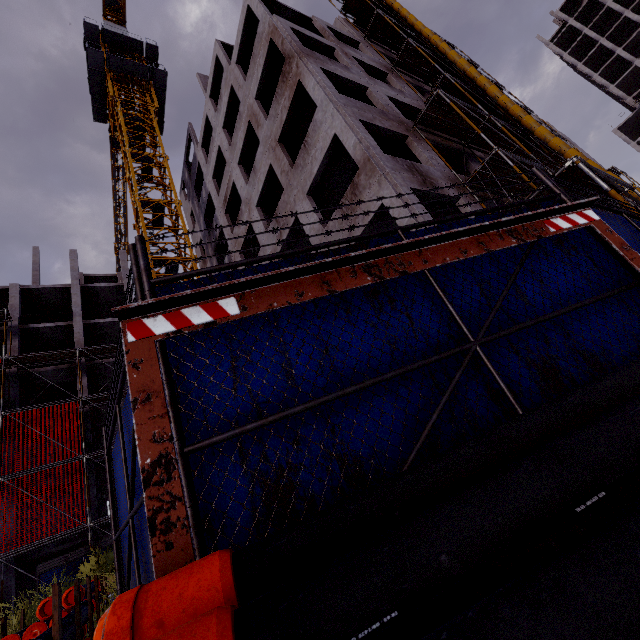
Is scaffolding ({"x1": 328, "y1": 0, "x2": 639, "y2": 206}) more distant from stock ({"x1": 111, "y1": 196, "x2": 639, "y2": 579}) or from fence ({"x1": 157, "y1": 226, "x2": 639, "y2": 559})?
stock ({"x1": 111, "y1": 196, "x2": 639, "y2": 579})

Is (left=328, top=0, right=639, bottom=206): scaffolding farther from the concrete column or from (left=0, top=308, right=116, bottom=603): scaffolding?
the concrete column

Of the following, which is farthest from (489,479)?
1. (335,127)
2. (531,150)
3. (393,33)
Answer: (393,33)

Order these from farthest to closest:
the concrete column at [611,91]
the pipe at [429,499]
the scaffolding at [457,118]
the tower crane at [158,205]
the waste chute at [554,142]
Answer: the concrete column at [611,91] → the tower crane at [158,205] → the waste chute at [554,142] → the scaffolding at [457,118] → the pipe at [429,499]

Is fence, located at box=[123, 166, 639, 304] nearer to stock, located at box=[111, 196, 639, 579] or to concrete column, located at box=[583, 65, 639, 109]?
stock, located at box=[111, 196, 639, 579]

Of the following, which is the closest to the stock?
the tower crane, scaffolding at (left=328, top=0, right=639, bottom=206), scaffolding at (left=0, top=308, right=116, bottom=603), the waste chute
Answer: scaffolding at (left=0, top=308, right=116, bottom=603)

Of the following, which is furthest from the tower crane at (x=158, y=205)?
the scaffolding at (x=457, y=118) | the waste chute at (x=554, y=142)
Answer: the waste chute at (x=554, y=142)

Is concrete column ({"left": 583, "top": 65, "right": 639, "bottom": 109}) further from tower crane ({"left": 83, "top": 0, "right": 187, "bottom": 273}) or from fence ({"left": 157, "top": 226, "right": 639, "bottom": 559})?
fence ({"left": 157, "top": 226, "right": 639, "bottom": 559})
